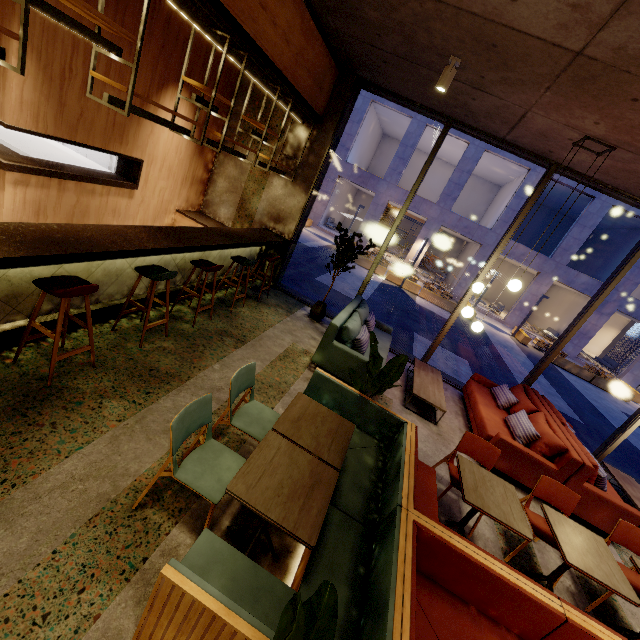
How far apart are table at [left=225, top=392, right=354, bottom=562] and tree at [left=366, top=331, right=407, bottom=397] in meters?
0.6 m

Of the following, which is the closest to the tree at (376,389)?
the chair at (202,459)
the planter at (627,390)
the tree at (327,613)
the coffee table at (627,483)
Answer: the chair at (202,459)

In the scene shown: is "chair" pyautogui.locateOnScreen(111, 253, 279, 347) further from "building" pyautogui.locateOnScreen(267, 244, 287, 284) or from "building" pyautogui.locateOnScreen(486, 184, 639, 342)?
"building" pyautogui.locateOnScreen(486, 184, 639, 342)

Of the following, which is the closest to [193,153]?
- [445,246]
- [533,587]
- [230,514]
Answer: [230,514]

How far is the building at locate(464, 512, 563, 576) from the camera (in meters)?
3.50

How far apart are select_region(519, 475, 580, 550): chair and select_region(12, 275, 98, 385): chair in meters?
4.8

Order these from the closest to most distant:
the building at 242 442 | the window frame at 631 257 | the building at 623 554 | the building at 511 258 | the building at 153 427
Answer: the building at 153 427 < the building at 242 442 < the building at 623 554 < the window frame at 631 257 < the building at 511 258

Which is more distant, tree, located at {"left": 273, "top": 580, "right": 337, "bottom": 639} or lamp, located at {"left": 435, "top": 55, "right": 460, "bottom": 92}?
lamp, located at {"left": 435, "top": 55, "right": 460, "bottom": 92}
